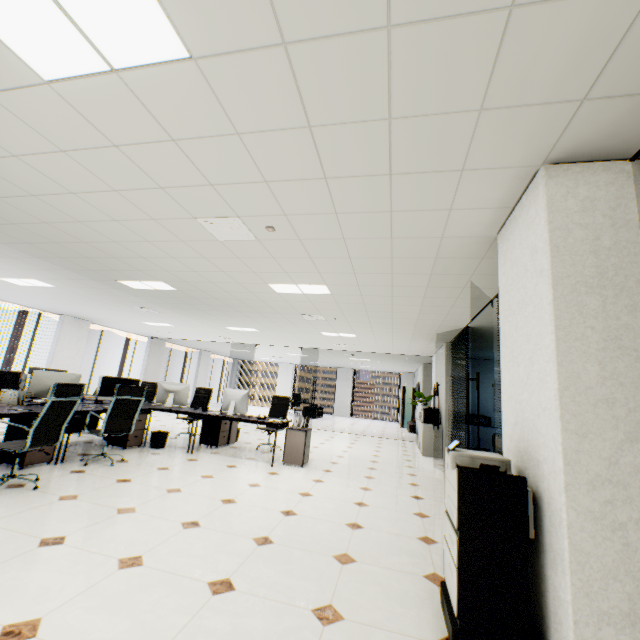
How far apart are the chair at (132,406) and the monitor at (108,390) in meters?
1.0

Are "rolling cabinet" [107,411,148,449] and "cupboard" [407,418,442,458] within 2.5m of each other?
no

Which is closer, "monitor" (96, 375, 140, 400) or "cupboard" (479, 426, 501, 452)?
"monitor" (96, 375, 140, 400)

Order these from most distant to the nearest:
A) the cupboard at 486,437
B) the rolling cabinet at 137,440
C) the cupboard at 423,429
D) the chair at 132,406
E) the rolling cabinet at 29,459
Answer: the cupboard at 486,437, the cupboard at 423,429, the rolling cabinet at 137,440, the chair at 132,406, the rolling cabinet at 29,459

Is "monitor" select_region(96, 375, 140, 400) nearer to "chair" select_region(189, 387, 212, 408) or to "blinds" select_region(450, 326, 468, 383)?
"chair" select_region(189, 387, 212, 408)

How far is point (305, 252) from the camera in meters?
3.9

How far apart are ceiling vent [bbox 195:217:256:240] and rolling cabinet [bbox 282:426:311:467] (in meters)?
3.73

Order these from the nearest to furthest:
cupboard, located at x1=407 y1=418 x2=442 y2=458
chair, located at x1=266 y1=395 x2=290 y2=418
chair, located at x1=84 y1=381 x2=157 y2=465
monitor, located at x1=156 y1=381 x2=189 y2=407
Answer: chair, located at x1=84 y1=381 x2=157 y2=465, monitor, located at x1=156 y1=381 x2=189 y2=407, chair, located at x1=266 y1=395 x2=290 y2=418, cupboard, located at x1=407 y1=418 x2=442 y2=458
